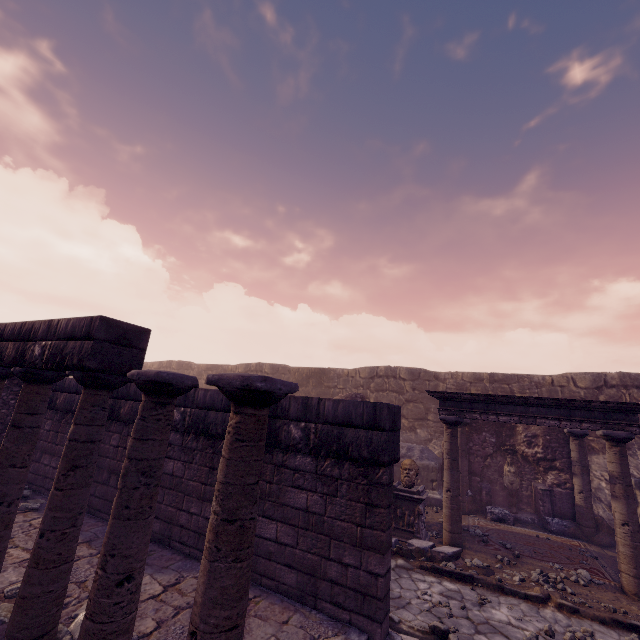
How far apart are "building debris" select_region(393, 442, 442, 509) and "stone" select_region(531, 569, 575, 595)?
4.13m

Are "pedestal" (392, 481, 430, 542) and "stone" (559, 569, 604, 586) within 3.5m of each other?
yes

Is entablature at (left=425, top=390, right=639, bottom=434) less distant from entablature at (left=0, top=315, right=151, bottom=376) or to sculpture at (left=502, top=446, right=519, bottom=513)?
sculpture at (left=502, top=446, right=519, bottom=513)

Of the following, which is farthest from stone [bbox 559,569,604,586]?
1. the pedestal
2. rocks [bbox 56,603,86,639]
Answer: rocks [bbox 56,603,86,639]

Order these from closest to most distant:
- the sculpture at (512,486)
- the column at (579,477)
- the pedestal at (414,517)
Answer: the pedestal at (414,517) → the column at (579,477) → the sculpture at (512,486)

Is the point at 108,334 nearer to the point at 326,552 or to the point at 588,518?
the point at 326,552

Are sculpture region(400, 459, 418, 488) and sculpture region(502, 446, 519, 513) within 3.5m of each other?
no

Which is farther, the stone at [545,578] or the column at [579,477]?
the column at [579,477]
